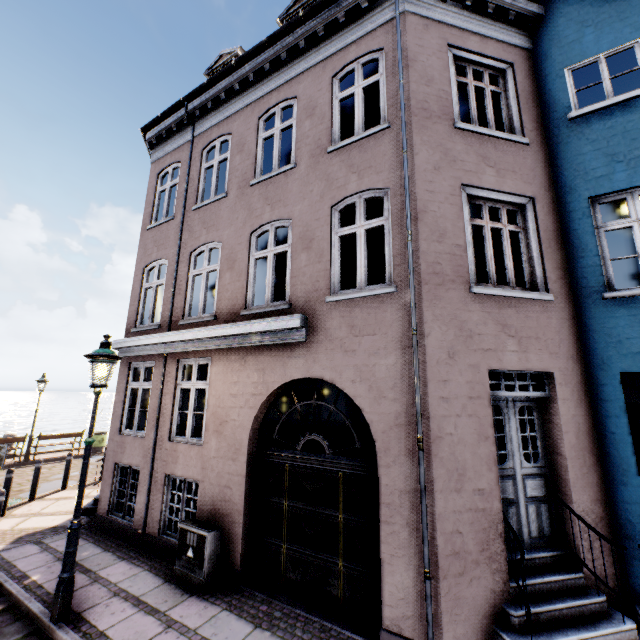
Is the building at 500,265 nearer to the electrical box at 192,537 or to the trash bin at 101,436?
the electrical box at 192,537

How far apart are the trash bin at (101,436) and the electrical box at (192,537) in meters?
14.2 m

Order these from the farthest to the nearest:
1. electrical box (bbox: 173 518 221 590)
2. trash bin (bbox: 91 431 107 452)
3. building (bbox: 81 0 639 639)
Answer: trash bin (bbox: 91 431 107 452) → electrical box (bbox: 173 518 221 590) → building (bbox: 81 0 639 639)

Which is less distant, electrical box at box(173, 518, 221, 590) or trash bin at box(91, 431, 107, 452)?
electrical box at box(173, 518, 221, 590)

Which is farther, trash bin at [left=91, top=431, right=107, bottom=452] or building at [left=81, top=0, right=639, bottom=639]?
trash bin at [left=91, top=431, right=107, bottom=452]

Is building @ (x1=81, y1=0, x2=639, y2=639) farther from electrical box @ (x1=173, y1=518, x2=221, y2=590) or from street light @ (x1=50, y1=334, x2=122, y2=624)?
street light @ (x1=50, y1=334, x2=122, y2=624)

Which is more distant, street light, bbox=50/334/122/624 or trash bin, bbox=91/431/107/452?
trash bin, bbox=91/431/107/452

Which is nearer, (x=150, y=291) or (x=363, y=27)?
(x=363, y=27)
